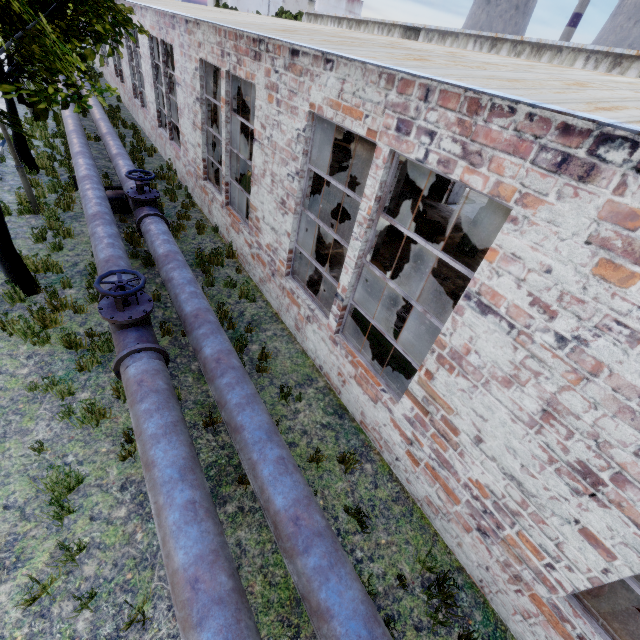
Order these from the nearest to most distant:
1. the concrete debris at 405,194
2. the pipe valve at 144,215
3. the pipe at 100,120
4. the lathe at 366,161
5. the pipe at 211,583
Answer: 1. the pipe at 211,583
2. the pipe valve at 144,215
3. the pipe at 100,120
4. the concrete debris at 405,194
5. the lathe at 366,161

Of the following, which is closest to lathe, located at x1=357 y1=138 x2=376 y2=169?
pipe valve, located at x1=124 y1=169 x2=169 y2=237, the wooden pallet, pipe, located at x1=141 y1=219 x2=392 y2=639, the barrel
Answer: the wooden pallet

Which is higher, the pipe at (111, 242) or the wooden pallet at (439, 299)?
the pipe at (111, 242)

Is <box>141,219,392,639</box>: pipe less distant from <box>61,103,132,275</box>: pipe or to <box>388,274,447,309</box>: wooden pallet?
<box>61,103,132,275</box>: pipe

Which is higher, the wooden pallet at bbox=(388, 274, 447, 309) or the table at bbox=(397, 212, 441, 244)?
the table at bbox=(397, 212, 441, 244)

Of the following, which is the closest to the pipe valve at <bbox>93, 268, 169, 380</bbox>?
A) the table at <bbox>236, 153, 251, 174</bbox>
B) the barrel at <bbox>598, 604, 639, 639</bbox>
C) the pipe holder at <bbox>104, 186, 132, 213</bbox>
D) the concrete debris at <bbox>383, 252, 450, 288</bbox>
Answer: the pipe holder at <bbox>104, 186, 132, 213</bbox>

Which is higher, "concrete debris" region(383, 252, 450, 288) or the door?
the door

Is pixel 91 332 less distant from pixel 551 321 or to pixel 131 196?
pixel 131 196
